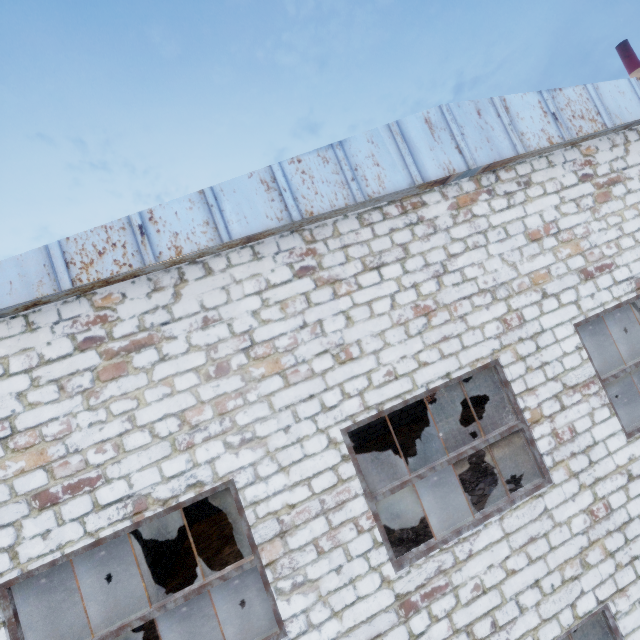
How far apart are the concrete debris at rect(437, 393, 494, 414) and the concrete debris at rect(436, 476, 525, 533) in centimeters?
526cm

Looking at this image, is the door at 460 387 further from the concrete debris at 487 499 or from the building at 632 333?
the concrete debris at 487 499

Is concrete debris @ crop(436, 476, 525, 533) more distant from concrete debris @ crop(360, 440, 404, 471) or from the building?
the building

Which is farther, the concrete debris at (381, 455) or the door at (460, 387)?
the door at (460, 387)

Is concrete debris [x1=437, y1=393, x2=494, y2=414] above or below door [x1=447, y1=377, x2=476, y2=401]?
below

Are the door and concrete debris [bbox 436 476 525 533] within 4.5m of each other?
no

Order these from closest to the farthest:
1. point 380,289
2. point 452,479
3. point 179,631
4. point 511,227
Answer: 1. point 380,289
2. point 511,227
3. point 179,631
4. point 452,479

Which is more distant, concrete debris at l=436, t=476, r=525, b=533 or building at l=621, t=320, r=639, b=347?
building at l=621, t=320, r=639, b=347
